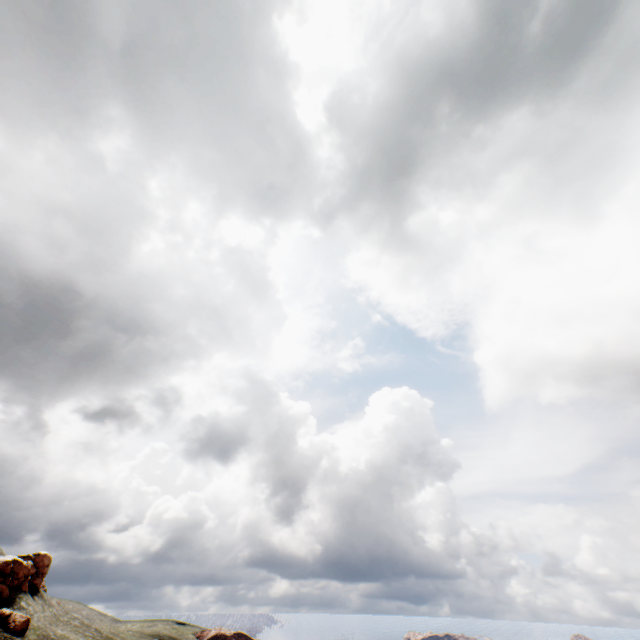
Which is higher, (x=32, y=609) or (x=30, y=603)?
(x=30, y=603)
